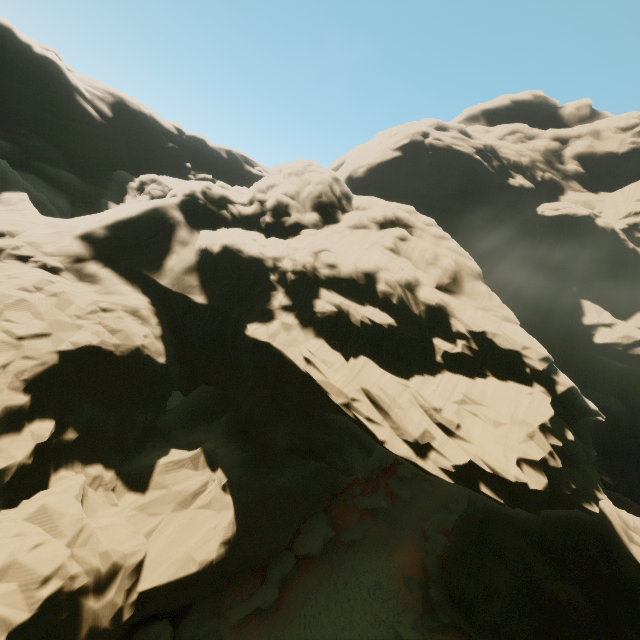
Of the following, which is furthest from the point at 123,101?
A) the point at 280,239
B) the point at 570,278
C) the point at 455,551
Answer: the point at 570,278

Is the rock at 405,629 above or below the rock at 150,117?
below

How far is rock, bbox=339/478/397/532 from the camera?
28.9 meters

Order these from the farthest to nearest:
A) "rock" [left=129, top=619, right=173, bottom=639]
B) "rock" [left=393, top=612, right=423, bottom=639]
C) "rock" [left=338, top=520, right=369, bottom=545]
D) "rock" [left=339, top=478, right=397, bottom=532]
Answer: "rock" [left=339, top=478, right=397, bottom=532] < "rock" [left=338, top=520, right=369, bottom=545] < "rock" [left=393, top=612, right=423, bottom=639] < "rock" [left=129, top=619, right=173, bottom=639]

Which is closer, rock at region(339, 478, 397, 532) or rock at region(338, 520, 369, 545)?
rock at region(338, 520, 369, 545)

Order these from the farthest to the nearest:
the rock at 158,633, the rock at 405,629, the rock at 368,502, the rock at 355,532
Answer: the rock at 368,502 → the rock at 355,532 → the rock at 405,629 → the rock at 158,633
